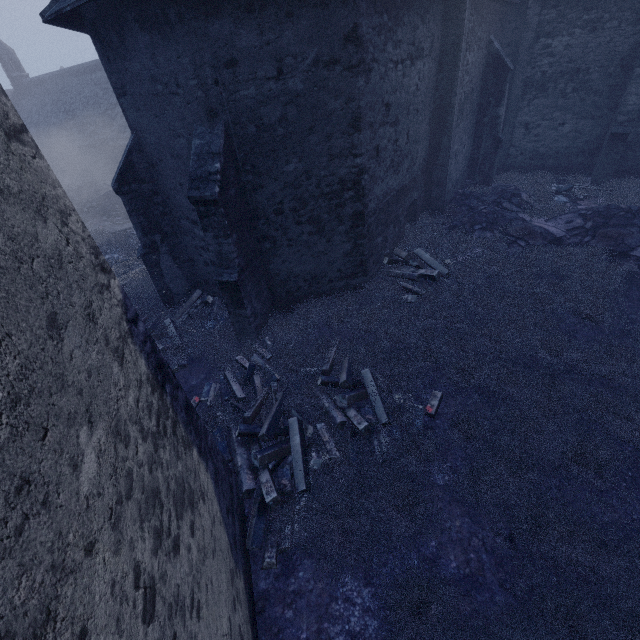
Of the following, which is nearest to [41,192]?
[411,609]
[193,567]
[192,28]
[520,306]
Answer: [193,567]
